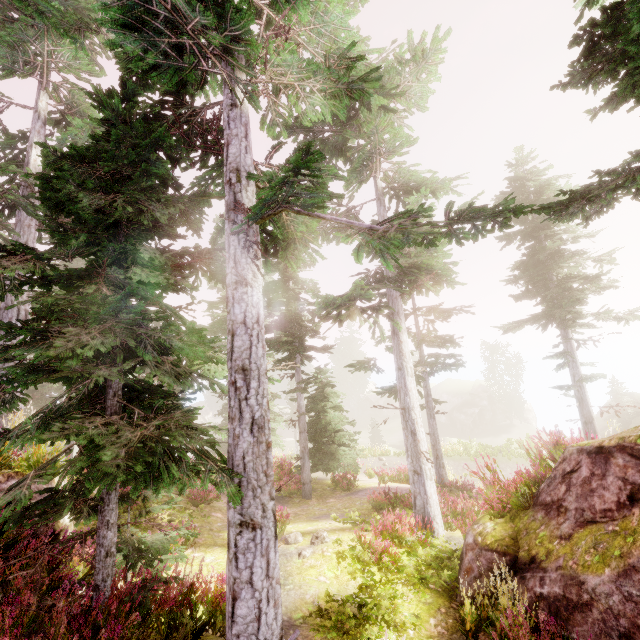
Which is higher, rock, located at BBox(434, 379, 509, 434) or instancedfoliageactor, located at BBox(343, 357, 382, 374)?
instancedfoliageactor, located at BBox(343, 357, 382, 374)

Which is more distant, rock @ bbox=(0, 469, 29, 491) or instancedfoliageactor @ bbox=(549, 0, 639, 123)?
rock @ bbox=(0, 469, 29, 491)

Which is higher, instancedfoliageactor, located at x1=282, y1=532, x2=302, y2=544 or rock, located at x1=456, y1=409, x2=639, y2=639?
rock, located at x1=456, y1=409, x2=639, y2=639

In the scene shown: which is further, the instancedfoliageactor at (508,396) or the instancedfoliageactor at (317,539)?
the instancedfoliageactor at (508,396)

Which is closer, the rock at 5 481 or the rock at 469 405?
the rock at 5 481

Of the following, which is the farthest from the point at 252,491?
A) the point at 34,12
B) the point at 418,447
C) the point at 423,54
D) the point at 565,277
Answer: the point at 565,277

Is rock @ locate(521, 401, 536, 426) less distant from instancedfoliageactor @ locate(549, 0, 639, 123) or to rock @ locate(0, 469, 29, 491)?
instancedfoliageactor @ locate(549, 0, 639, 123)

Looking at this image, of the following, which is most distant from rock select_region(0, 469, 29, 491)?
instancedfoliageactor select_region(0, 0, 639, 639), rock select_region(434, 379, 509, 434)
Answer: rock select_region(434, 379, 509, 434)
